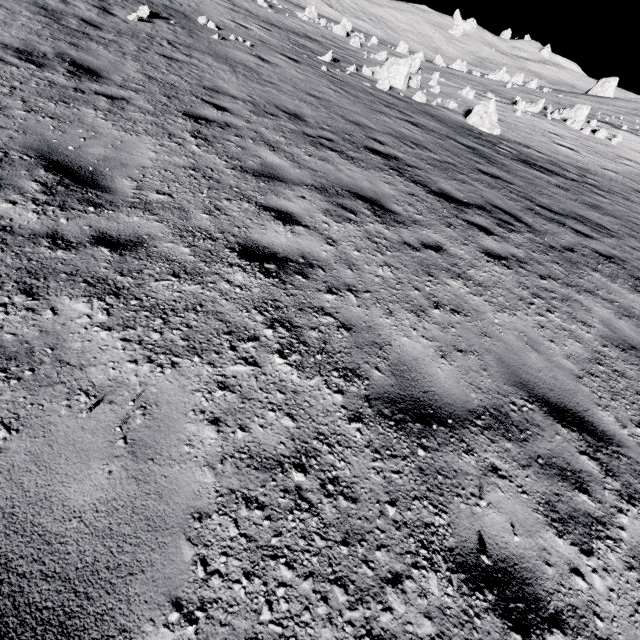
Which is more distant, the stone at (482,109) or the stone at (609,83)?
the stone at (609,83)

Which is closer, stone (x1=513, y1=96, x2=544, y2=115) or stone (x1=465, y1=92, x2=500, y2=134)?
stone (x1=465, y1=92, x2=500, y2=134)

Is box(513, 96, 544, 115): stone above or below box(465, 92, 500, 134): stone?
above

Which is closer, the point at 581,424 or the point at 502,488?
the point at 502,488

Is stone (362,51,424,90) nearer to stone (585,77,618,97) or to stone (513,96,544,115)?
stone (513,96,544,115)

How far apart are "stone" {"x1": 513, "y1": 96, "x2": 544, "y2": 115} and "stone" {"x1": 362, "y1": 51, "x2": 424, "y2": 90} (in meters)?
11.49

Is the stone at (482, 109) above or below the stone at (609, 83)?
→ below

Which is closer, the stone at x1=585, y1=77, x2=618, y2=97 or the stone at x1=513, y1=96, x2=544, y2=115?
the stone at x1=513, y1=96, x2=544, y2=115
